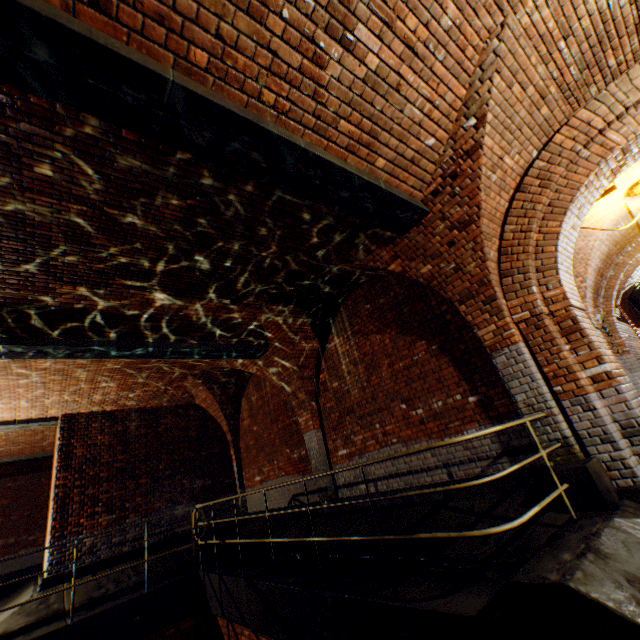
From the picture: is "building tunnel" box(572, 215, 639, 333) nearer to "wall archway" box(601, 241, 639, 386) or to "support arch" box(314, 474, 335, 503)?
"wall archway" box(601, 241, 639, 386)

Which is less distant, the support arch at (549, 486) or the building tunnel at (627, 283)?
the support arch at (549, 486)

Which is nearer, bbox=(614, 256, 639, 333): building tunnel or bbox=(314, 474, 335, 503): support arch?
bbox=(314, 474, 335, 503): support arch

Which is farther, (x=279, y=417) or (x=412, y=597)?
(x=279, y=417)

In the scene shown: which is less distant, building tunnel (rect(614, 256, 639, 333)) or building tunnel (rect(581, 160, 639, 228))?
building tunnel (rect(581, 160, 639, 228))

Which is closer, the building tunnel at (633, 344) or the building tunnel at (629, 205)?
the building tunnel at (629, 205)

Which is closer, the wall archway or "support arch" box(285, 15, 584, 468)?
"support arch" box(285, 15, 584, 468)

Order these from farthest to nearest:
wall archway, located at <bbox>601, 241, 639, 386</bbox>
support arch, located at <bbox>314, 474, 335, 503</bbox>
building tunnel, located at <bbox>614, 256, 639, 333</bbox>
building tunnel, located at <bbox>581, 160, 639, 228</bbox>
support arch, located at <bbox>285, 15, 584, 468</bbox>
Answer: building tunnel, located at <bbox>614, 256, 639, 333</bbox> < wall archway, located at <bbox>601, 241, 639, 386</bbox> < support arch, located at <bbox>314, 474, 335, 503</bbox> < building tunnel, located at <bbox>581, 160, 639, 228</bbox> < support arch, located at <bbox>285, 15, 584, 468</bbox>
